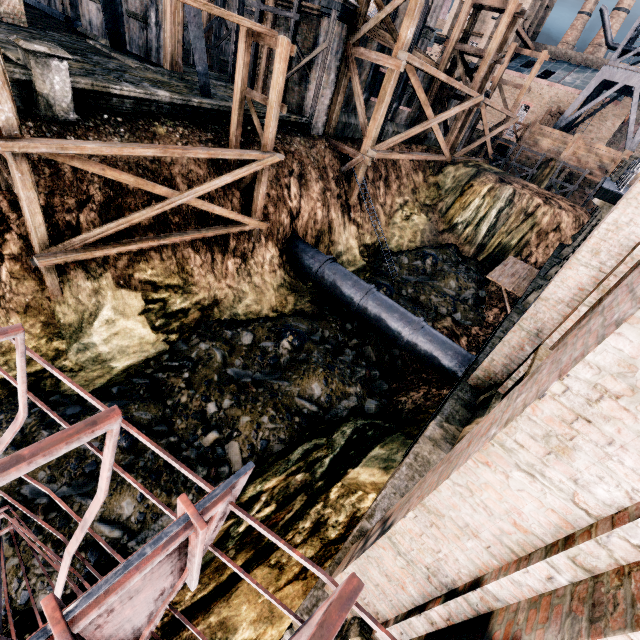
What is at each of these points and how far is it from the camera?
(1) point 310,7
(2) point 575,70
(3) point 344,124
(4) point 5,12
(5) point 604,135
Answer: (1) building, 17.69m
(2) building, 50.34m
(3) building, 22.06m
(4) building, 16.33m
(5) building, 45.41m

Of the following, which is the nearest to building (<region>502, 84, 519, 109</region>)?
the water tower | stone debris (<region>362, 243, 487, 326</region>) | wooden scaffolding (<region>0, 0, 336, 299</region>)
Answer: the water tower

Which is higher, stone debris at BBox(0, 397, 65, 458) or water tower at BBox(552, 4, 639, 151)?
water tower at BBox(552, 4, 639, 151)

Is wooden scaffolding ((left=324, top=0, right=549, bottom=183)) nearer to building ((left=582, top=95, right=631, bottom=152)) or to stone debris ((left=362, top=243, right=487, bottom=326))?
stone debris ((left=362, top=243, right=487, bottom=326))

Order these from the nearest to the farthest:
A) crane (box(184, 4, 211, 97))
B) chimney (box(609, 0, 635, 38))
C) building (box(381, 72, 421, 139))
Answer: crane (box(184, 4, 211, 97)) → building (box(381, 72, 421, 139)) → chimney (box(609, 0, 635, 38))

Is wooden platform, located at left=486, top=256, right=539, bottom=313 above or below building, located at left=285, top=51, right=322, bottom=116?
below

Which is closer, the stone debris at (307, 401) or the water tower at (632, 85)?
the stone debris at (307, 401)

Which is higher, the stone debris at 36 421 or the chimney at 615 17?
the chimney at 615 17
